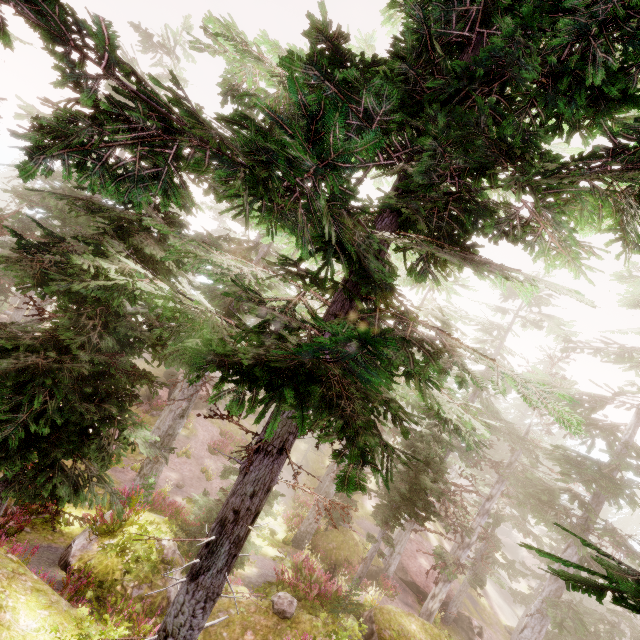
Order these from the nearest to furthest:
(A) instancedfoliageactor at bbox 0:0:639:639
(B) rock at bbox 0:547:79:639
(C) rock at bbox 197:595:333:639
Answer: (A) instancedfoliageactor at bbox 0:0:639:639 < (B) rock at bbox 0:547:79:639 < (C) rock at bbox 197:595:333:639

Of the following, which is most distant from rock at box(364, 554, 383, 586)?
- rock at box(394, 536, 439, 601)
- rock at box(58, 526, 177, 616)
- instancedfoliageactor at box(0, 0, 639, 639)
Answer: rock at box(58, 526, 177, 616)

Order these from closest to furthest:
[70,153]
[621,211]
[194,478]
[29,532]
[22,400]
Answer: [70,153], [621,211], [22,400], [29,532], [194,478]

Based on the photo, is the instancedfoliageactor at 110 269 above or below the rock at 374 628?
above

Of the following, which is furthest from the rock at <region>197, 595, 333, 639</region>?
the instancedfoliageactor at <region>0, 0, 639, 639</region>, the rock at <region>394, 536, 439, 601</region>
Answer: the rock at <region>394, 536, 439, 601</region>

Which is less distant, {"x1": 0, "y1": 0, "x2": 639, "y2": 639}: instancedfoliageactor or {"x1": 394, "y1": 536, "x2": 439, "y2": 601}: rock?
{"x1": 0, "y1": 0, "x2": 639, "y2": 639}: instancedfoliageactor

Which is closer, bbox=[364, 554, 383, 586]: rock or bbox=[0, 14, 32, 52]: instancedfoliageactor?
bbox=[0, 14, 32, 52]: instancedfoliageactor

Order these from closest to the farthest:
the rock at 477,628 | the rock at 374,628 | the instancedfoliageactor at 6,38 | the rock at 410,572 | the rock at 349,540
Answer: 1. the instancedfoliageactor at 6,38
2. the rock at 374,628
3. the rock at 349,540
4. the rock at 477,628
5. the rock at 410,572
